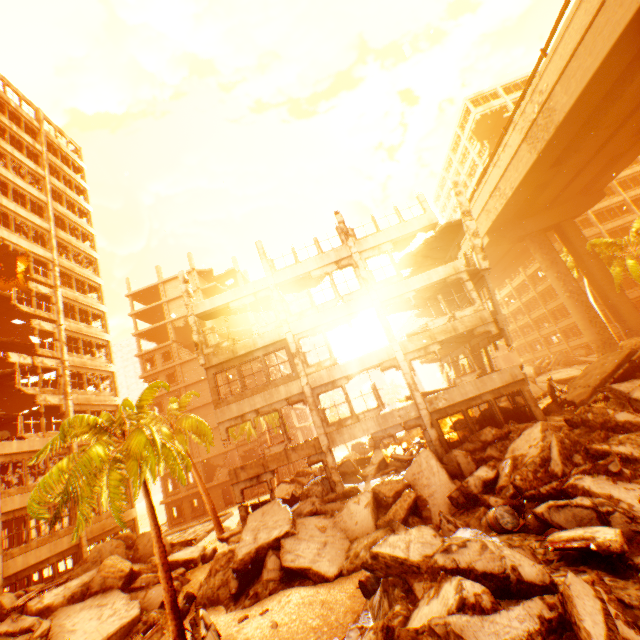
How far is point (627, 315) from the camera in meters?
27.1

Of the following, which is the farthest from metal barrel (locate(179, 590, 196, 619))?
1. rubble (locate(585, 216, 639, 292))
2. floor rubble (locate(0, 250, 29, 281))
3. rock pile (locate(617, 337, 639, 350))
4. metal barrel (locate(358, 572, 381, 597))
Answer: floor rubble (locate(0, 250, 29, 281))

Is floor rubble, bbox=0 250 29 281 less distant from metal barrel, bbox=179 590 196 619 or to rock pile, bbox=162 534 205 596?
rock pile, bbox=162 534 205 596

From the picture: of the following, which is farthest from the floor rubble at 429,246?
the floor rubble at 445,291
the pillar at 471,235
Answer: the floor rubble at 445,291

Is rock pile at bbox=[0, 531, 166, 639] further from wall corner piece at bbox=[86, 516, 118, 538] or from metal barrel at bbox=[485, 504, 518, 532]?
wall corner piece at bbox=[86, 516, 118, 538]

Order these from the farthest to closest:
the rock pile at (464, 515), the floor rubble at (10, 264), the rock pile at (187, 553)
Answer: the floor rubble at (10, 264)
the rock pile at (187, 553)
the rock pile at (464, 515)

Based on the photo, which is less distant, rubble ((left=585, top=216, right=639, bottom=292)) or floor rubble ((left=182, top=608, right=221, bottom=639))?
floor rubble ((left=182, top=608, right=221, bottom=639))

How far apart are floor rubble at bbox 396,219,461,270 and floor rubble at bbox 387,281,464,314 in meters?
2.5 m
